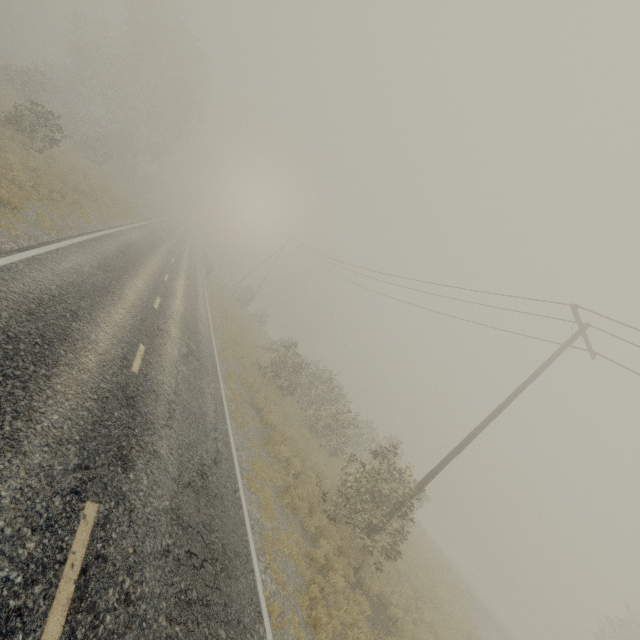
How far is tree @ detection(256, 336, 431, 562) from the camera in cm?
1120

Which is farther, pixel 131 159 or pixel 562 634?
pixel 562 634

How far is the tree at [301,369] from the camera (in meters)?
11.20
